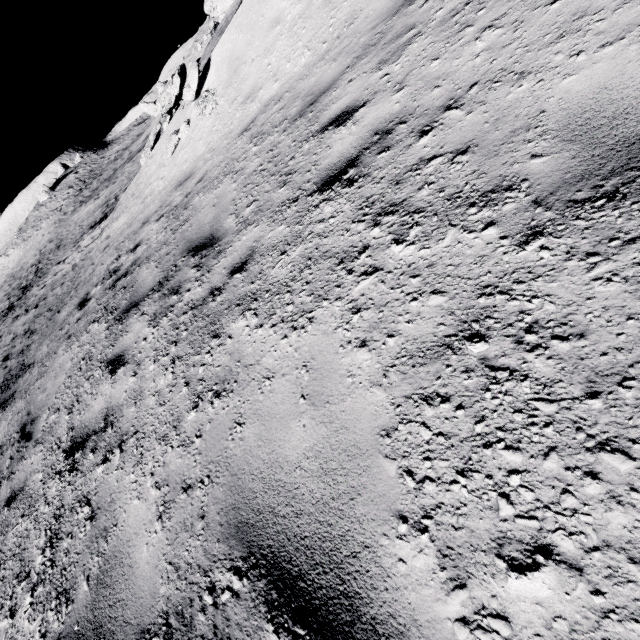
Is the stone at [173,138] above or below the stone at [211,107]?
below

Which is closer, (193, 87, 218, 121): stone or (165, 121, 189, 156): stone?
(193, 87, 218, 121): stone

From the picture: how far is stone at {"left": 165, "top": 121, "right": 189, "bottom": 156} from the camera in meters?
8.8

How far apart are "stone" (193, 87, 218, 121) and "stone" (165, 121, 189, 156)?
1.2 meters

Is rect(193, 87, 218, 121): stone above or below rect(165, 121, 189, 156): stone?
above

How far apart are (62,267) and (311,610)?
22.29m

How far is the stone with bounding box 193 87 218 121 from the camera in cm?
764

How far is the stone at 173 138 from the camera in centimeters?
878cm
